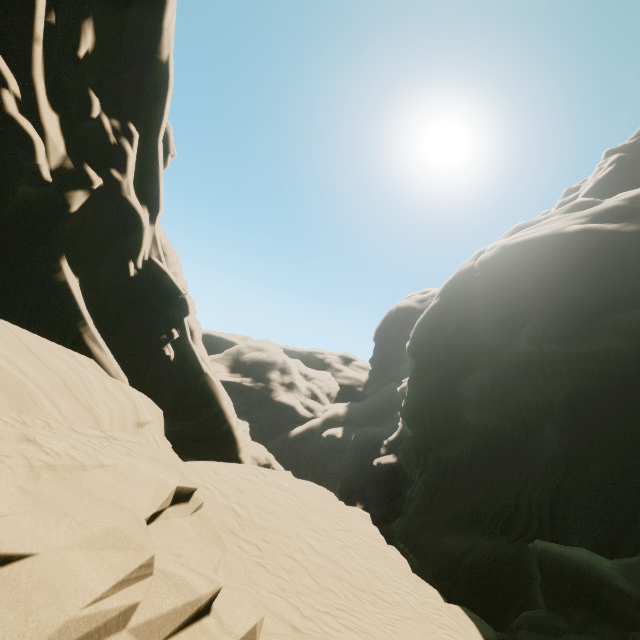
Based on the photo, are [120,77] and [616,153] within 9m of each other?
no
